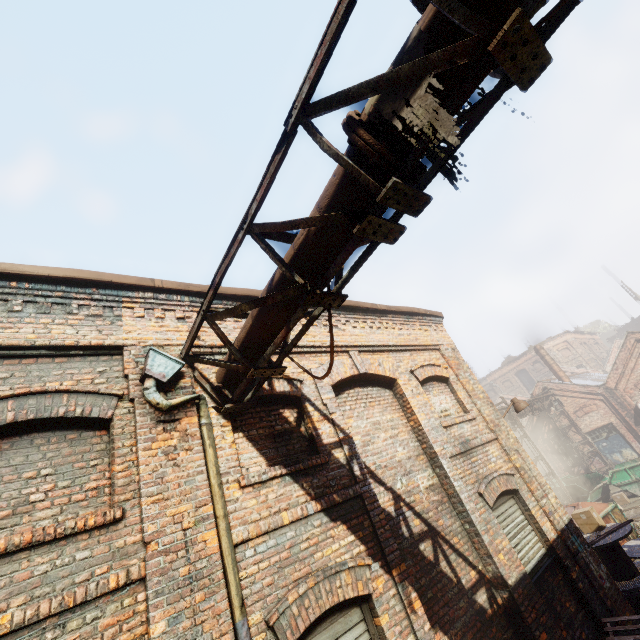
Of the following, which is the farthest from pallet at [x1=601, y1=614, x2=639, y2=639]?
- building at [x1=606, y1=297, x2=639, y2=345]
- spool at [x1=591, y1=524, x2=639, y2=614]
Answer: building at [x1=606, y1=297, x2=639, y2=345]

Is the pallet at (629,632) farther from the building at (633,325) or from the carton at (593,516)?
the building at (633,325)

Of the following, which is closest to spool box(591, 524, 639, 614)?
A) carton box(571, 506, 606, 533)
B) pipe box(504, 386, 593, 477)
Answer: carton box(571, 506, 606, 533)

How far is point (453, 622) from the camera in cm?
457

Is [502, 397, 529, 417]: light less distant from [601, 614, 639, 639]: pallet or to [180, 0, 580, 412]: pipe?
[601, 614, 639, 639]: pallet

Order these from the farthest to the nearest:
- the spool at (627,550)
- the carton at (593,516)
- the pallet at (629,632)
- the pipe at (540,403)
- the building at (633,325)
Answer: the building at (633,325), the pipe at (540,403), the carton at (593,516), the spool at (627,550), the pallet at (629,632)

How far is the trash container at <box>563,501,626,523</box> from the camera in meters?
11.5

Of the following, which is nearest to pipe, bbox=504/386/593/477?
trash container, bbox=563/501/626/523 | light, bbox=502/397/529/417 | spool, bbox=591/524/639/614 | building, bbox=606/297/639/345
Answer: trash container, bbox=563/501/626/523
